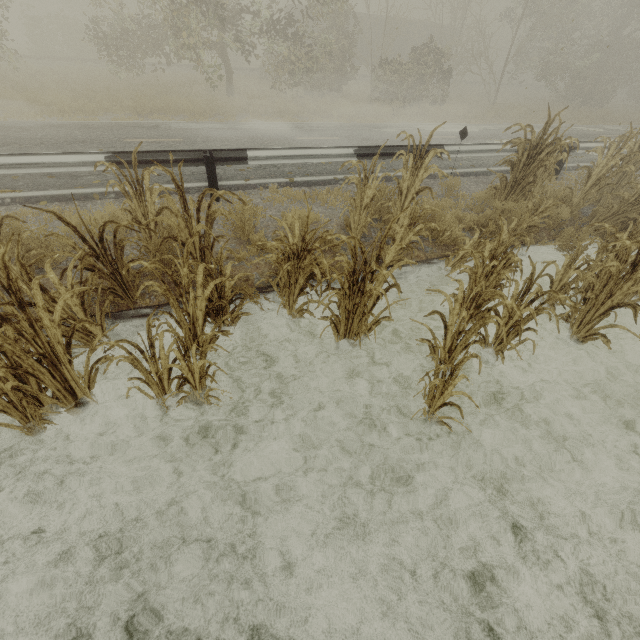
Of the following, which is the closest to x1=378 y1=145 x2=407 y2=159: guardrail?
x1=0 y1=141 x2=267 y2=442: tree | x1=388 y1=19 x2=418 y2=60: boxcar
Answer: x1=0 y1=141 x2=267 y2=442: tree

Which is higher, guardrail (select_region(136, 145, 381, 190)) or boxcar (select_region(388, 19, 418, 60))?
boxcar (select_region(388, 19, 418, 60))

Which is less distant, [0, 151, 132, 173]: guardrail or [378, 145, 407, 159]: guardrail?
[0, 151, 132, 173]: guardrail

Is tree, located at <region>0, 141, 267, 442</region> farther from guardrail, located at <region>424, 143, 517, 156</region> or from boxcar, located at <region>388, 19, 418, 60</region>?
boxcar, located at <region>388, 19, 418, 60</region>

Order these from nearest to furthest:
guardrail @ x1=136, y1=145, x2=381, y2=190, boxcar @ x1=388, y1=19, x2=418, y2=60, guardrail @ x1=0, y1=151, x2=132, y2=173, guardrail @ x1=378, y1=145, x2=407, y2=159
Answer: guardrail @ x1=0, y1=151, x2=132, y2=173
guardrail @ x1=136, y1=145, x2=381, y2=190
guardrail @ x1=378, y1=145, x2=407, y2=159
boxcar @ x1=388, y1=19, x2=418, y2=60

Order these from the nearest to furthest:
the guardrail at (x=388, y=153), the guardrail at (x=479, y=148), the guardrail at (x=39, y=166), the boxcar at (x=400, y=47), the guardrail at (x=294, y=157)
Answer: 1. the guardrail at (x=39, y=166)
2. the guardrail at (x=294, y=157)
3. the guardrail at (x=388, y=153)
4. the guardrail at (x=479, y=148)
5. the boxcar at (x=400, y=47)

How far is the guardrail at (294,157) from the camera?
6.1m

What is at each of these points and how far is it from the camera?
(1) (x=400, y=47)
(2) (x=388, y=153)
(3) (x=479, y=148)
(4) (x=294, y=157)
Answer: (1) boxcar, 33.3 meters
(2) guardrail, 7.7 meters
(3) guardrail, 8.5 meters
(4) guardrail, 7.0 meters
